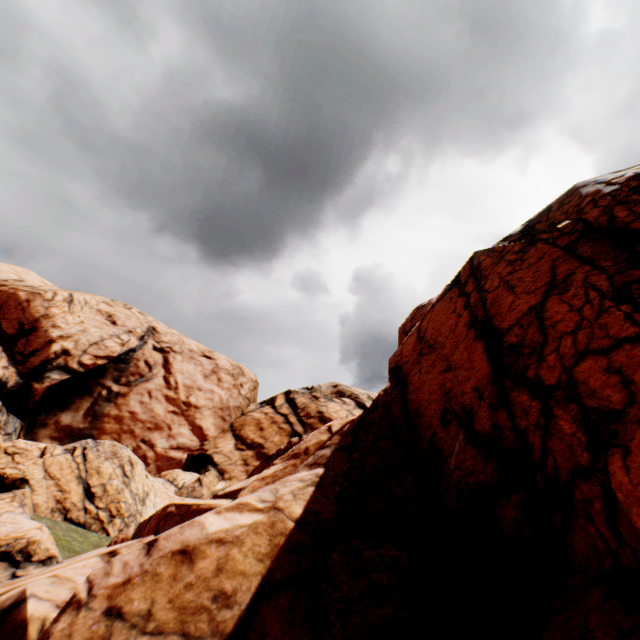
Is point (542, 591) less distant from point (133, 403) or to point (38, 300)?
point (133, 403)
